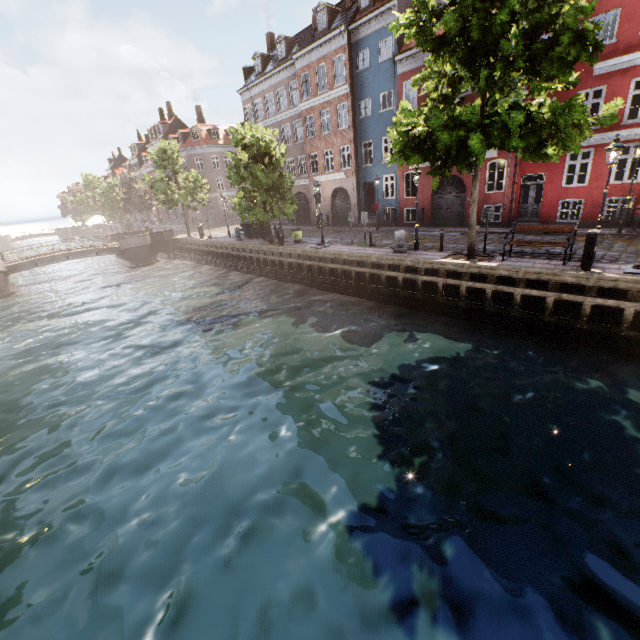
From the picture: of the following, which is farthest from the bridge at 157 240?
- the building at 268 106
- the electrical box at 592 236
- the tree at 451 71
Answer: the electrical box at 592 236

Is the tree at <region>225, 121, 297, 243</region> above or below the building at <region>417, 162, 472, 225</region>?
above

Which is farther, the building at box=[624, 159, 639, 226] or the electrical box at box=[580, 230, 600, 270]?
the building at box=[624, 159, 639, 226]

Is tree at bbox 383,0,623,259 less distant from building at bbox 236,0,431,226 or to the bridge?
the bridge

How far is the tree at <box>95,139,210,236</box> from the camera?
31.9 meters

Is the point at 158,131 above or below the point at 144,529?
above

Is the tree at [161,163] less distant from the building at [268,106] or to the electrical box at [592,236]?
the electrical box at [592,236]

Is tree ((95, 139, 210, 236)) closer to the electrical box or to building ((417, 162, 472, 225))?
the electrical box
